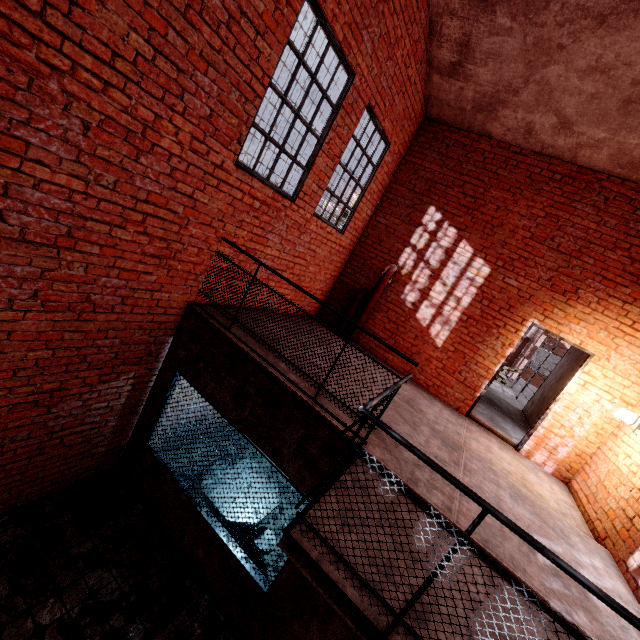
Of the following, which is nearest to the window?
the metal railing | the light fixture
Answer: the metal railing

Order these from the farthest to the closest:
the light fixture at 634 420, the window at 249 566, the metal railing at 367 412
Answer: the light fixture at 634 420 < the window at 249 566 < the metal railing at 367 412

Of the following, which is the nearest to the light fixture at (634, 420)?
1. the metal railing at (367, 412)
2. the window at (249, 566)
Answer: the metal railing at (367, 412)

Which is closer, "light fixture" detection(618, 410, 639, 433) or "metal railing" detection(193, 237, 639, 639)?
"metal railing" detection(193, 237, 639, 639)

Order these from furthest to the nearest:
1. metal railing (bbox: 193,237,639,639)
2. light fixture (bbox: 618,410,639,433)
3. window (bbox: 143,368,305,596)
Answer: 1. light fixture (bbox: 618,410,639,433)
2. window (bbox: 143,368,305,596)
3. metal railing (bbox: 193,237,639,639)

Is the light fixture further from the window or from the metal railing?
the window

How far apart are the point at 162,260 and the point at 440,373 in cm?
559
